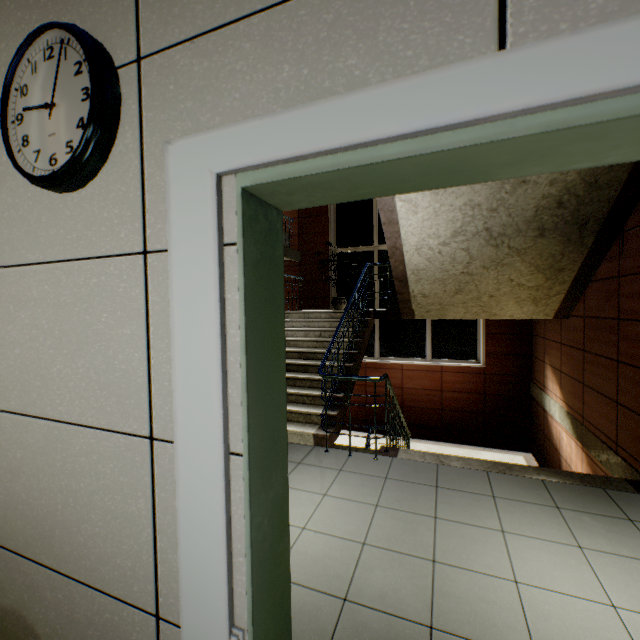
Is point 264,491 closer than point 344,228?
Yes

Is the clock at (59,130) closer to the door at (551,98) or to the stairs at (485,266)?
the door at (551,98)

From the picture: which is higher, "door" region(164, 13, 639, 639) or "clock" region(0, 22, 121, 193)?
"clock" region(0, 22, 121, 193)

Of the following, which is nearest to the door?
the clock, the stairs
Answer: the clock

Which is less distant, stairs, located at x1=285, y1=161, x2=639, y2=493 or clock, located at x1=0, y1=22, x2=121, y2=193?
clock, located at x1=0, y1=22, x2=121, y2=193

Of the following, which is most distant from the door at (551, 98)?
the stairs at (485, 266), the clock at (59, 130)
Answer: the stairs at (485, 266)

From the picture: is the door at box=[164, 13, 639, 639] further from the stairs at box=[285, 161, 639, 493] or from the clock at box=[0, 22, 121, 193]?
the stairs at box=[285, 161, 639, 493]

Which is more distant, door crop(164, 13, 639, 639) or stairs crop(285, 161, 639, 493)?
stairs crop(285, 161, 639, 493)
